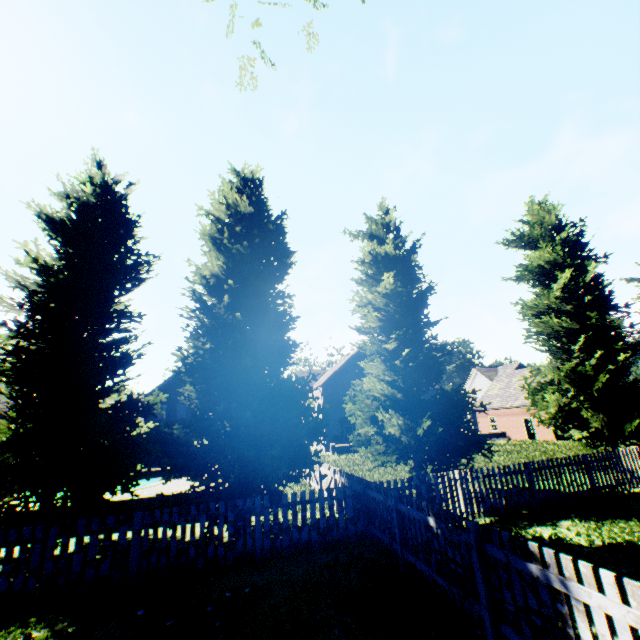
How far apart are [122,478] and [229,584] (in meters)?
4.39

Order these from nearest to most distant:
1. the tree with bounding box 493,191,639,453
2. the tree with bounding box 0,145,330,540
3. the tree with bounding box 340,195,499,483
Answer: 1. the tree with bounding box 0,145,330,540
2. the tree with bounding box 340,195,499,483
3. the tree with bounding box 493,191,639,453

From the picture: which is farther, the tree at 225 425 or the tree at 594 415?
→ the tree at 594 415

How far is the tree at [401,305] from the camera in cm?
1105

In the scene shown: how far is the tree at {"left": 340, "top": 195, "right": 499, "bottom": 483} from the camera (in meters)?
11.05

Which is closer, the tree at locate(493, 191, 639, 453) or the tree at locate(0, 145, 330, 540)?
the tree at locate(0, 145, 330, 540)
